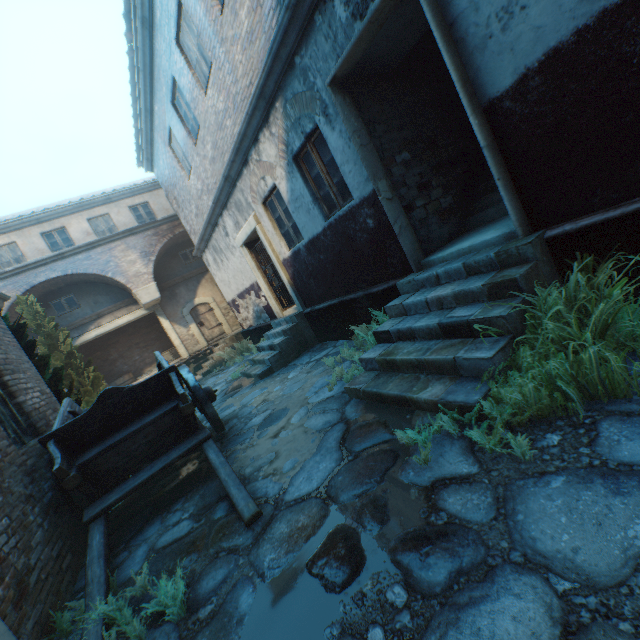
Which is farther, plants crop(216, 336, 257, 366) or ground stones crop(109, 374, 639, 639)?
plants crop(216, 336, 257, 366)

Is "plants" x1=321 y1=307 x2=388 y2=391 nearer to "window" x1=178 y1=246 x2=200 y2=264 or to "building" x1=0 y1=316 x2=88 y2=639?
"building" x1=0 y1=316 x2=88 y2=639

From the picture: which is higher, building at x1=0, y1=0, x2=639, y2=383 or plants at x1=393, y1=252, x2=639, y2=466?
building at x1=0, y1=0, x2=639, y2=383

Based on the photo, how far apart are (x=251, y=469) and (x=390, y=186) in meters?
4.3 m

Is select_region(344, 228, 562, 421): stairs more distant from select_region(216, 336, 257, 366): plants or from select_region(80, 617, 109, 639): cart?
select_region(216, 336, 257, 366): plants

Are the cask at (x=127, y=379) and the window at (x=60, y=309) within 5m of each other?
yes

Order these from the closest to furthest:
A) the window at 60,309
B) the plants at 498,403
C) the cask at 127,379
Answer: the plants at 498,403, the window at 60,309, the cask at 127,379

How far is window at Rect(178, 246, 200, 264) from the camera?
17.7 meters
